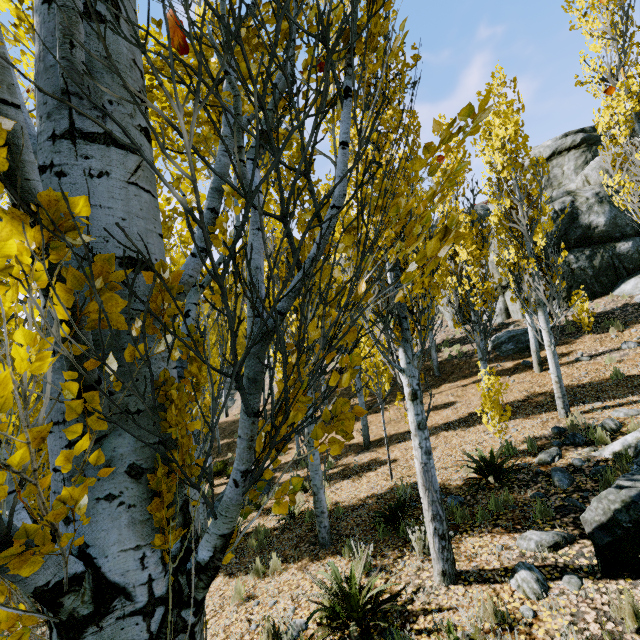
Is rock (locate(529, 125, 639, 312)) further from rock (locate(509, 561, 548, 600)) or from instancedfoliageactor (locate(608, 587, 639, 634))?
rock (locate(509, 561, 548, 600))

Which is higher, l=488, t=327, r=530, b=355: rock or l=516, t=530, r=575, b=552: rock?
l=488, t=327, r=530, b=355: rock

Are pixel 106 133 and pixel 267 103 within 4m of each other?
yes

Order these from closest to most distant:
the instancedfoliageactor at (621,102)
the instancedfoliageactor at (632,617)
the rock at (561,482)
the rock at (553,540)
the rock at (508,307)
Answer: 1. the instancedfoliageactor at (632,617)
2. the rock at (553,540)
3. the rock at (561,482)
4. the instancedfoliageactor at (621,102)
5. the rock at (508,307)

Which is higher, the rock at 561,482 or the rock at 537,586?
the rock at 561,482

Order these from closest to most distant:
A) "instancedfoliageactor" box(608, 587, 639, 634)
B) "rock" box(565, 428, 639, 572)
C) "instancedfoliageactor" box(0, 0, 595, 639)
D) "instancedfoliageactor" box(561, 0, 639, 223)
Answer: "instancedfoliageactor" box(0, 0, 595, 639)
"instancedfoliageactor" box(608, 587, 639, 634)
"rock" box(565, 428, 639, 572)
"instancedfoliageactor" box(561, 0, 639, 223)

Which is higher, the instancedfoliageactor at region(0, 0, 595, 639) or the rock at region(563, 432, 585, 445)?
the instancedfoliageactor at region(0, 0, 595, 639)
